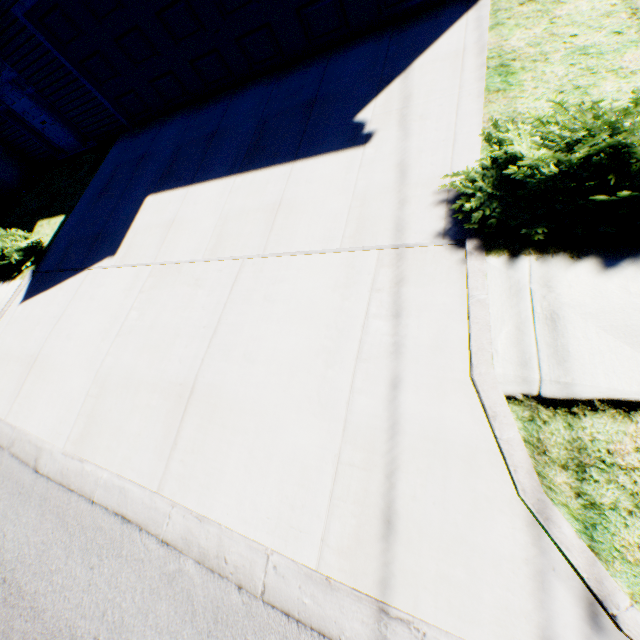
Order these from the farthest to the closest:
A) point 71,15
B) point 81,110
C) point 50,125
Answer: point 50,125 → point 81,110 → point 71,15

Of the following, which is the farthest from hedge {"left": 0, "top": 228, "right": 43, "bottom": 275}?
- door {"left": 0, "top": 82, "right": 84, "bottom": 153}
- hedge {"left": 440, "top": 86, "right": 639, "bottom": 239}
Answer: hedge {"left": 440, "top": 86, "right": 639, "bottom": 239}

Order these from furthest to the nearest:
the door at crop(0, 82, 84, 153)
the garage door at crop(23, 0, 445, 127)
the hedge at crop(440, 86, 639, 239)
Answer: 1. the door at crop(0, 82, 84, 153)
2. the garage door at crop(23, 0, 445, 127)
3. the hedge at crop(440, 86, 639, 239)

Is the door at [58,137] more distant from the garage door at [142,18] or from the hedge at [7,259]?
the hedge at [7,259]

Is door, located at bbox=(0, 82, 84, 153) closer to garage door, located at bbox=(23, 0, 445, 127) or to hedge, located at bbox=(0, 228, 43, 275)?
garage door, located at bbox=(23, 0, 445, 127)

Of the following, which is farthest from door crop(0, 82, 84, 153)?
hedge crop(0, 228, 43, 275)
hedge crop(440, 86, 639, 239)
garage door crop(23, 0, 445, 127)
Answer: hedge crop(440, 86, 639, 239)

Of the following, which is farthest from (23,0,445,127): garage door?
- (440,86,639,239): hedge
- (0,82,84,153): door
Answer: (440,86,639,239): hedge

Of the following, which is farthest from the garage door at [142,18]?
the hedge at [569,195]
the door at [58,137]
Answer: the hedge at [569,195]
